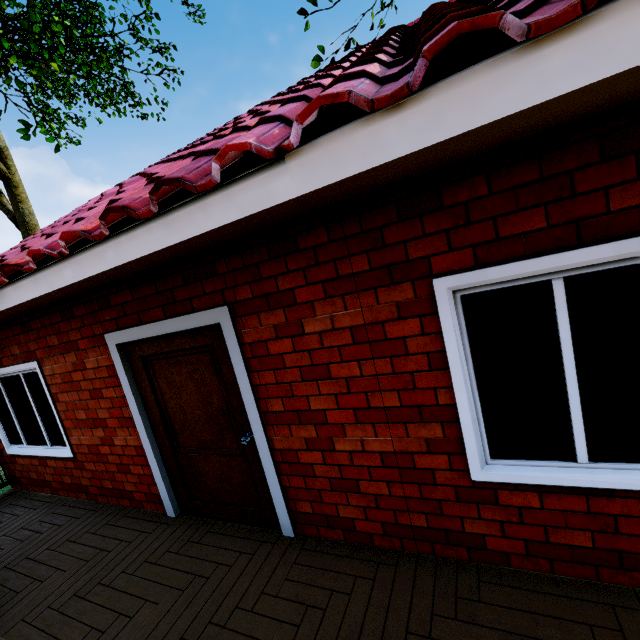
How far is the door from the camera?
3.0 meters

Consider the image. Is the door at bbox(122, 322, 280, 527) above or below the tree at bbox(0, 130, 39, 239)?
below

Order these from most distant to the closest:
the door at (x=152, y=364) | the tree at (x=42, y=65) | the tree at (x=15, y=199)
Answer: the tree at (x=15, y=199), the tree at (x=42, y=65), the door at (x=152, y=364)

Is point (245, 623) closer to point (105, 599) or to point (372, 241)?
point (105, 599)

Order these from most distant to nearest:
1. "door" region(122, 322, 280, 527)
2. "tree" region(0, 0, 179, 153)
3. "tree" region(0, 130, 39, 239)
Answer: "tree" region(0, 130, 39, 239)
"tree" region(0, 0, 179, 153)
"door" region(122, 322, 280, 527)

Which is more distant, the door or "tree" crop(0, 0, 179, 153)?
"tree" crop(0, 0, 179, 153)

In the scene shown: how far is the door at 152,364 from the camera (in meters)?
3.02
